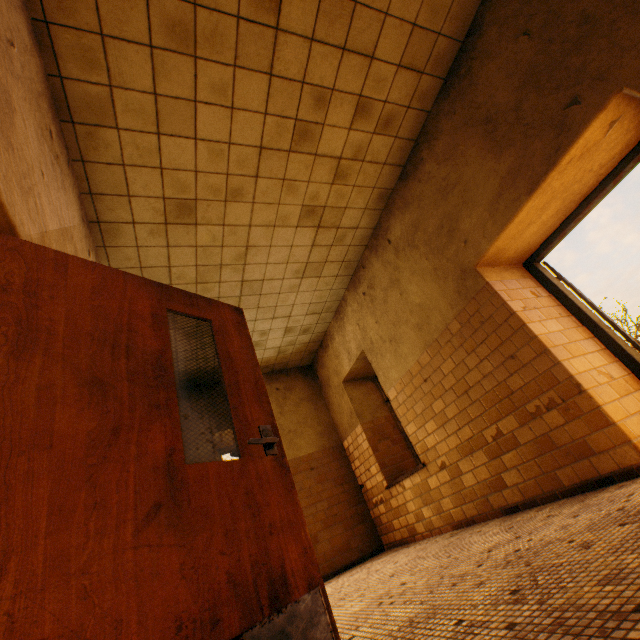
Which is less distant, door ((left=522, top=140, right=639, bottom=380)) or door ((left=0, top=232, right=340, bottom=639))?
door ((left=0, top=232, right=340, bottom=639))

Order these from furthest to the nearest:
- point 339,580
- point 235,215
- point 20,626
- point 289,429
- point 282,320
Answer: point 289,429 < point 282,320 < point 339,580 < point 235,215 < point 20,626

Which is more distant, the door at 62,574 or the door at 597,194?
the door at 597,194
